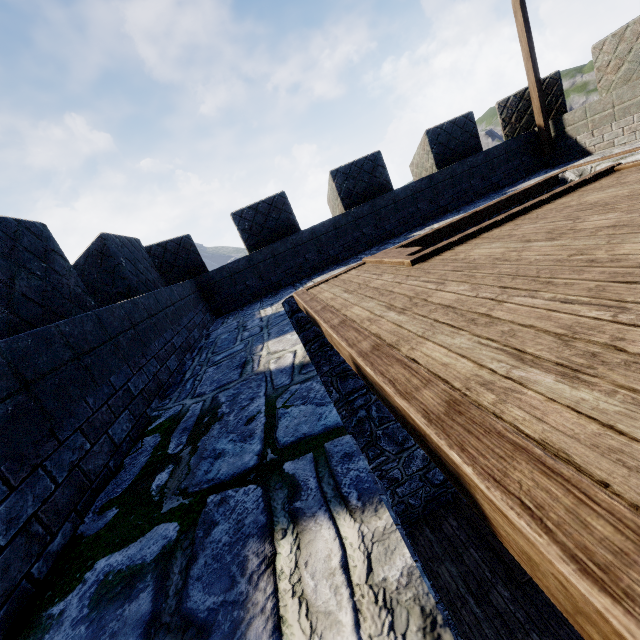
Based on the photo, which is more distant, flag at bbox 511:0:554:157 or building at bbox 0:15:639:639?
flag at bbox 511:0:554:157

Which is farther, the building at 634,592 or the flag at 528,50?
the flag at 528,50

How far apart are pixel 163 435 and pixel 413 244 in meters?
5.2 m
